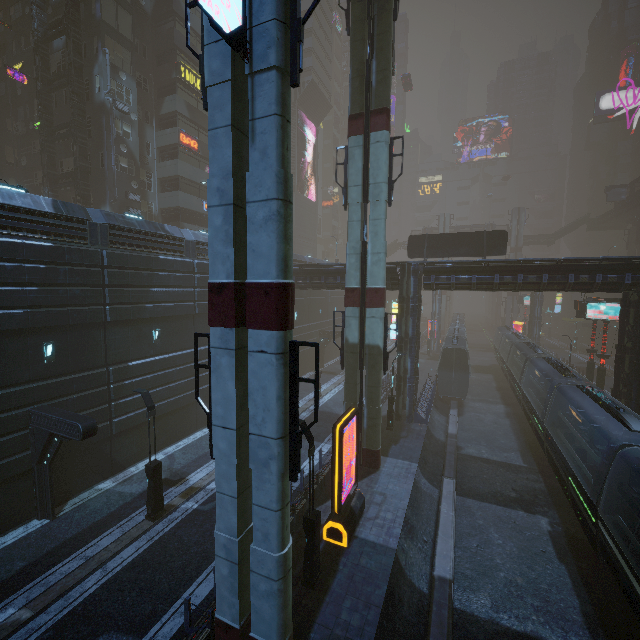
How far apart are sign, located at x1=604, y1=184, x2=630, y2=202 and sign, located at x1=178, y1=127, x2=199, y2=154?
60.50m

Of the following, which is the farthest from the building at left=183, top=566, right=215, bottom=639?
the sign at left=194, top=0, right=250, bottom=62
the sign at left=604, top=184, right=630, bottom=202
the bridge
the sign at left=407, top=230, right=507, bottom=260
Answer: the sign at left=604, top=184, right=630, bottom=202

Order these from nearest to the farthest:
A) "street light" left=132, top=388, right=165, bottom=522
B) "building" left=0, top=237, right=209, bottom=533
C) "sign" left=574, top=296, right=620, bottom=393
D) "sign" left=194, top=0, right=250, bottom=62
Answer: "sign" left=194, top=0, right=250, bottom=62 < "building" left=0, top=237, right=209, bottom=533 < "street light" left=132, top=388, right=165, bottom=522 < "sign" left=574, top=296, right=620, bottom=393

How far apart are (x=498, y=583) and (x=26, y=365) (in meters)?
20.95

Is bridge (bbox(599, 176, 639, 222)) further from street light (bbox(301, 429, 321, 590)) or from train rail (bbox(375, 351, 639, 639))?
street light (bbox(301, 429, 321, 590))

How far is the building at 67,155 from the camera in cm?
2852

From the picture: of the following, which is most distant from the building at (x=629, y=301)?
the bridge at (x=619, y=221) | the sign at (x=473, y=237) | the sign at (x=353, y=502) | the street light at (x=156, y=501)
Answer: the bridge at (x=619, y=221)

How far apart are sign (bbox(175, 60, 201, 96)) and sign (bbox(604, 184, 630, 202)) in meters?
58.9 m
